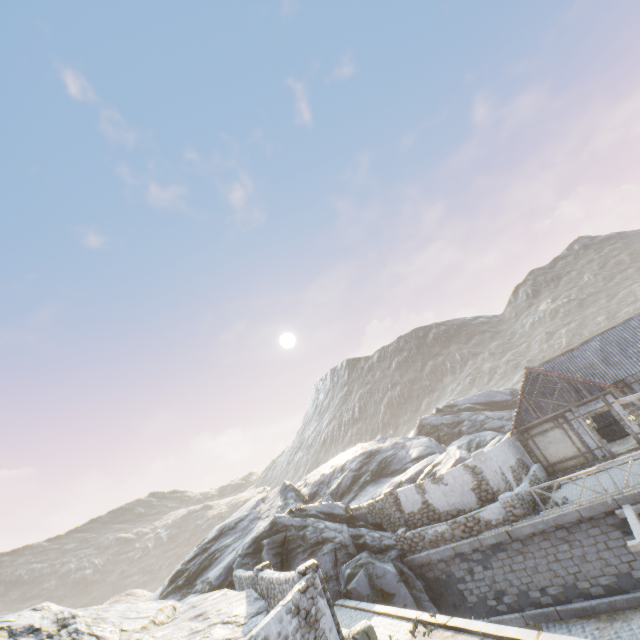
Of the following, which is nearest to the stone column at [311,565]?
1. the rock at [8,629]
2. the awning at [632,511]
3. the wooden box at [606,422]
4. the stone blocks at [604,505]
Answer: the stone blocks at [604,505]

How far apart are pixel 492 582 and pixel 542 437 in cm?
870

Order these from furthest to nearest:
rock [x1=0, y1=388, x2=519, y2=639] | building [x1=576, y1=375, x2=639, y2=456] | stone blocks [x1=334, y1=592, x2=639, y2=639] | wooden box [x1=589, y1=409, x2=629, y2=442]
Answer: wooden box [x1=589, y1=409, x2=629, y2=442], building [x1=576, y1=375, x2=639, y2=456], rock [x1=0, y1=388, x2=519, y2=639], stone blocks [x1=334, y1=592, x2=639, y2=639]

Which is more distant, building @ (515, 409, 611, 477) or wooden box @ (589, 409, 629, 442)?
wooden box @ (589, 409, 629, 442)

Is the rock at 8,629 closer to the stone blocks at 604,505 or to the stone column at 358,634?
the stone blocks at 604,505

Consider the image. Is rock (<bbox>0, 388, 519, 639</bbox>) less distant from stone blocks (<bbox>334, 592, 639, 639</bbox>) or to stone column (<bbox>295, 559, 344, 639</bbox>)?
stone blocks (<bbox>334, 592, 639, 639</bbox>)

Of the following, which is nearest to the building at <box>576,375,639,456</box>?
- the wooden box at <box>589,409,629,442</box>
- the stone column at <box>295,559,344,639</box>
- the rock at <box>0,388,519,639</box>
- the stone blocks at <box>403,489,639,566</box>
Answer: the wooden box at <box>589,409,629,442</box>

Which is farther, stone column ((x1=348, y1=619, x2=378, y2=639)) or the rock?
the rock
